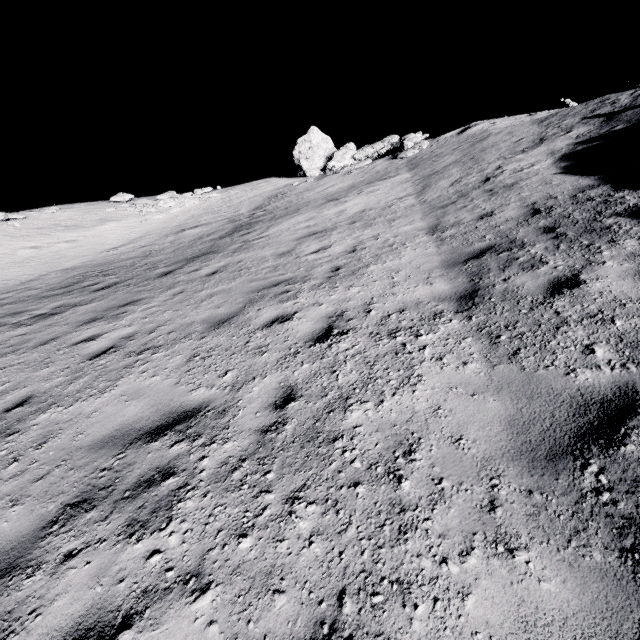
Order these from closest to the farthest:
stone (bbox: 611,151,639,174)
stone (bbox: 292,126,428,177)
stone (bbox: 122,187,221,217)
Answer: stone (bbox: 611,151,639,174) → stone (bbox: 292,126,428,177) → stone (bbox: 122,187,221,217)

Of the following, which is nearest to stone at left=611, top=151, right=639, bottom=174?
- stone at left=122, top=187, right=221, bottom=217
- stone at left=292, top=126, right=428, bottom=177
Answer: stone at left=292, top=126, right=428, bottom=177

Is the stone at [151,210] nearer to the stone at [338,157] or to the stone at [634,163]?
the stone at [338,157]

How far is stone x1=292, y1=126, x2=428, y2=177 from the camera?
18.7 meters

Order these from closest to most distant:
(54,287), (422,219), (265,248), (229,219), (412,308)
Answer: (412,308), (422,219), (265,248), (54,287), (229,219)

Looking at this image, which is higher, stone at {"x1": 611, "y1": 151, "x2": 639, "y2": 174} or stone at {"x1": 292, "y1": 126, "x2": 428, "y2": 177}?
stone at {"x1": 292, "y1": 126, "x2": 428, "y2": 177}

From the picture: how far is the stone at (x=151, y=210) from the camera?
22.3m
